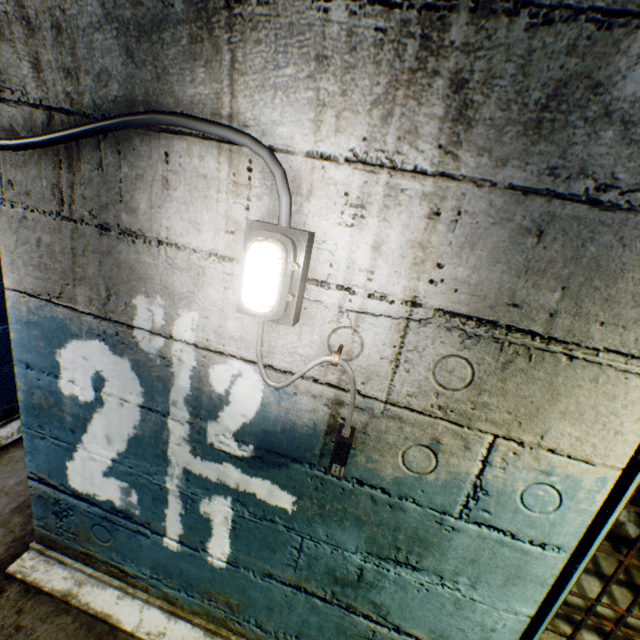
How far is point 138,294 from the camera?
1.1 meters

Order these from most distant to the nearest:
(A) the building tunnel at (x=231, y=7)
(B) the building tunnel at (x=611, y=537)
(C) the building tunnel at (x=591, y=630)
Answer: (B) the building tunnel at (x=611, y=537), (C) the building tunnel at (x=591, y=630), (A) the building tunnel at (x=231, y=7)

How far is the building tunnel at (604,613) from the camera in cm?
210

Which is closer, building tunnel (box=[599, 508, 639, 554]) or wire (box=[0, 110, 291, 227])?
wire (box=[0, 110, 291, 227])

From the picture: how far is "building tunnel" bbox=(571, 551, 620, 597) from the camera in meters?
2.3

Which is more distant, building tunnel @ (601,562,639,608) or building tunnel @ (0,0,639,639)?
building tunnel @ (601,562,639,608)

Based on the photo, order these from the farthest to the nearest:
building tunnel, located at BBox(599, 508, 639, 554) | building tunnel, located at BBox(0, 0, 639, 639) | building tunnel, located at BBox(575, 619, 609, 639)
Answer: building tunnel, located at BBox(599, 508, 639, 554) → building tunnel, located at BBox(575, 619, 609, 639) → building tunnel, located at BBox(0, 0, 639, 639)
